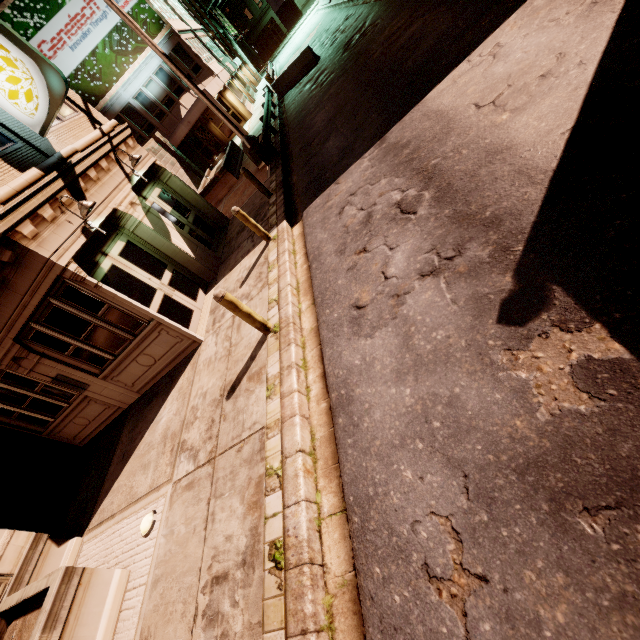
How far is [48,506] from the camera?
9.7m

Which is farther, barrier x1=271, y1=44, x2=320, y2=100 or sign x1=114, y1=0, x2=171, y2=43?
sign x1=114, y1=0, x2=171, y2=43

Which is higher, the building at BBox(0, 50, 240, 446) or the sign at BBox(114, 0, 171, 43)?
the sign at BBox(114, 0, 171, 43)

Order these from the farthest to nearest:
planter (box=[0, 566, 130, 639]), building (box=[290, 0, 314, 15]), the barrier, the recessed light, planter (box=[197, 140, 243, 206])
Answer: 1. building (box=[290, 0, 314, 15])
2. the barrier
3. planter (box=[197, 140, 243, 206])
4. the recessed light
5. planter (box=[0, 566, 130, 639])

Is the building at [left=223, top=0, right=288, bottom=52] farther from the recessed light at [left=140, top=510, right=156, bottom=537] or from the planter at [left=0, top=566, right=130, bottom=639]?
the planter at [left=0, top=566, right=130, bottom=639]

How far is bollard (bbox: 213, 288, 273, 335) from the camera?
5.5 meters

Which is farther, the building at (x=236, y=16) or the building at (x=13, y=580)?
the building at (x=236, y=16)

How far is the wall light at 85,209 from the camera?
7.1 meters
